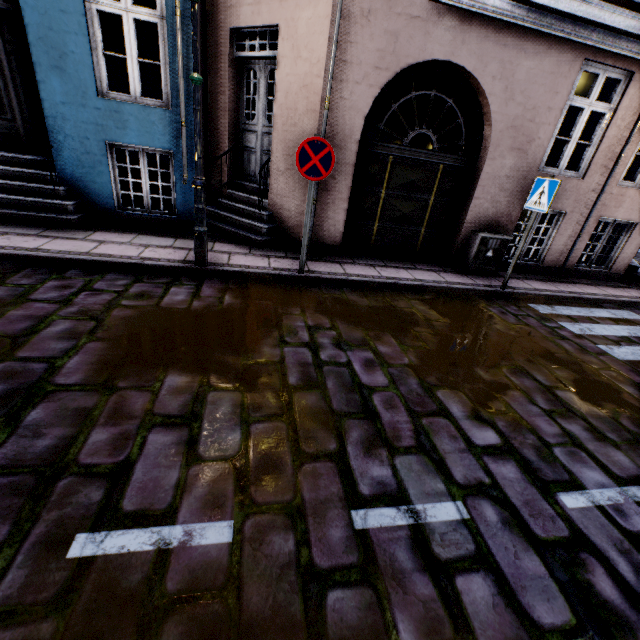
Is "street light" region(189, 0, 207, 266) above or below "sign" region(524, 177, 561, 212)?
below

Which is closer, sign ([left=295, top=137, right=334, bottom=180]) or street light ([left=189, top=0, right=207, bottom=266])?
street light ([left=189, top=0, right=207, bottom=266])

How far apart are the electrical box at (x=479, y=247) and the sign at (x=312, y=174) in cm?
359

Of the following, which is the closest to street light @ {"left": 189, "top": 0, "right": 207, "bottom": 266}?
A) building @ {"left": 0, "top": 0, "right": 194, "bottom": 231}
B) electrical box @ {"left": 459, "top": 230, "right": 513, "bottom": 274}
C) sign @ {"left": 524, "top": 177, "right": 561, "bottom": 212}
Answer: building @ {"left": 0, "top": 0, "right": 194, "bottom": 231}

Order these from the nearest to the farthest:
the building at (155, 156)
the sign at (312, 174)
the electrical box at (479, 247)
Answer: the sign at (312, 174) < the building at (155, 156) < the electrical box at (479, 247)

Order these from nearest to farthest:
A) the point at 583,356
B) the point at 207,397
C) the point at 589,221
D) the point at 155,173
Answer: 1. the point at 207,397
2. the point at 583,356
3. the point at 589,221
4. the point at 155,173

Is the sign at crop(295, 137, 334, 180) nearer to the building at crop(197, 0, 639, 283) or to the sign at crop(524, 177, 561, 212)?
the building at crop(197, 0, 639, 283)

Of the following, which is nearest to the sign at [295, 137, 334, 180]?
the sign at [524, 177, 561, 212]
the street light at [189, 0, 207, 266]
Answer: the street light at [189, 0, 207, 266]
